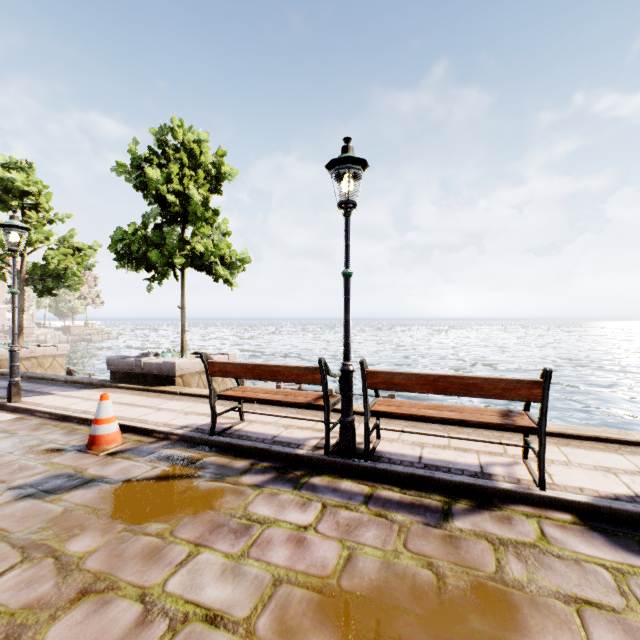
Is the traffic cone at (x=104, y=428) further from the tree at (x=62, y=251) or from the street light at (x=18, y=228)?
the tree at (x=62, y=251)

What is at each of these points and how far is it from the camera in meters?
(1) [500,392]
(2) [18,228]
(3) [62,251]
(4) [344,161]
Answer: (1) bench, 3.2
(2) street light, 6.4
(3) tree, 12.7
(4) street light, 3.7

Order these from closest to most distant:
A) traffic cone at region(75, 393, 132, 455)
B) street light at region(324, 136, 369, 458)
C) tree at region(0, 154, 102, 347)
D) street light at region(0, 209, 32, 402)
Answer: street light at region(324, 136, 369, 458)
traffic cone at region(75, 393, 132, 455)
street light at region(0, 209, 32, 402)
tree at region(0, 154, 102, 347)

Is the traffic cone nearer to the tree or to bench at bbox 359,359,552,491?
bench at bbox 359,359,552,491

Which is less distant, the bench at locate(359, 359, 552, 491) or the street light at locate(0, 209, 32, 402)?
the bench at locate(359, 359, 552, 491)

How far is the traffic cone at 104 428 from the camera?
4.3m

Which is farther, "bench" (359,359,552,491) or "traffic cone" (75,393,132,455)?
"traffic cone" (75,393,132,455)

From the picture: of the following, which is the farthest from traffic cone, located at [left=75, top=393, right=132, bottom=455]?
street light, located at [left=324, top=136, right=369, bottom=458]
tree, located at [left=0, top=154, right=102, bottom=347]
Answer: tree, located at [left=0, top=154, right=102, bottom=347]
